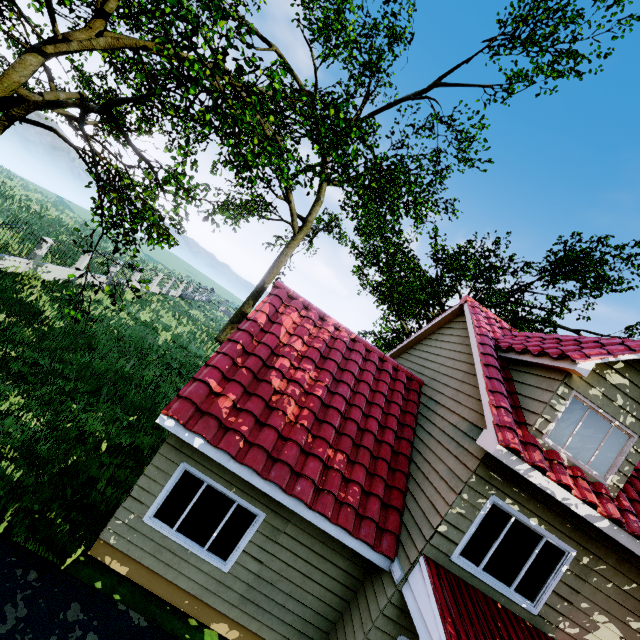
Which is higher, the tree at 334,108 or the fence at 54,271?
the tree at 334,108

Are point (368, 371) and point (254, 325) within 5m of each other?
yes

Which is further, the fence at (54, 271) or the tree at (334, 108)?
the fence at (54, 271)

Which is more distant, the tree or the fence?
the fence

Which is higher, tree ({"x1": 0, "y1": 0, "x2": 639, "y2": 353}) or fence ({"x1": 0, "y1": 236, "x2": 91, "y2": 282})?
tree ({"x1": 0, "y1": 0, "x2": 639, "y2": 353})
